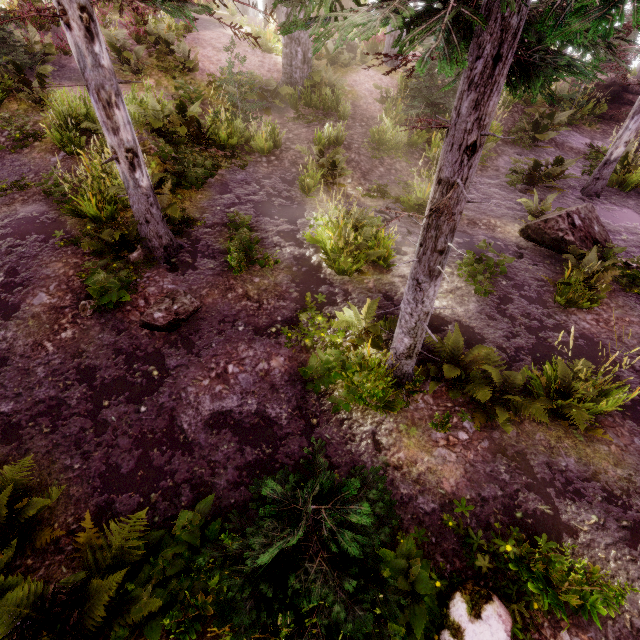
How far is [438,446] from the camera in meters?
4.5

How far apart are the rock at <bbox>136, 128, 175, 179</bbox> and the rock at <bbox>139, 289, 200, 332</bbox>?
3.36m

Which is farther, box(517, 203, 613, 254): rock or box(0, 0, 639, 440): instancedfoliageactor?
box(517, 203, 613, 254): rock

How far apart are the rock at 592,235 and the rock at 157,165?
8.71m

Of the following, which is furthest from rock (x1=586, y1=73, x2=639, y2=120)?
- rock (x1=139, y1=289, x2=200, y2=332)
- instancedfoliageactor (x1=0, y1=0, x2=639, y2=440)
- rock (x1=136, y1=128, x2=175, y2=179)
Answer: rock (x1=139, y1=289, x2=200, y2=332)

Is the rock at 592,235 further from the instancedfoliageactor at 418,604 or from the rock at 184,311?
the rock at 184,311

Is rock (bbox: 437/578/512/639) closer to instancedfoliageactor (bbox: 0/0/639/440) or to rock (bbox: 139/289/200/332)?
instancedfoliageactor (bbox: 0/0/639/440)

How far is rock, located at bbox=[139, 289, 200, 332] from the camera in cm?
559
